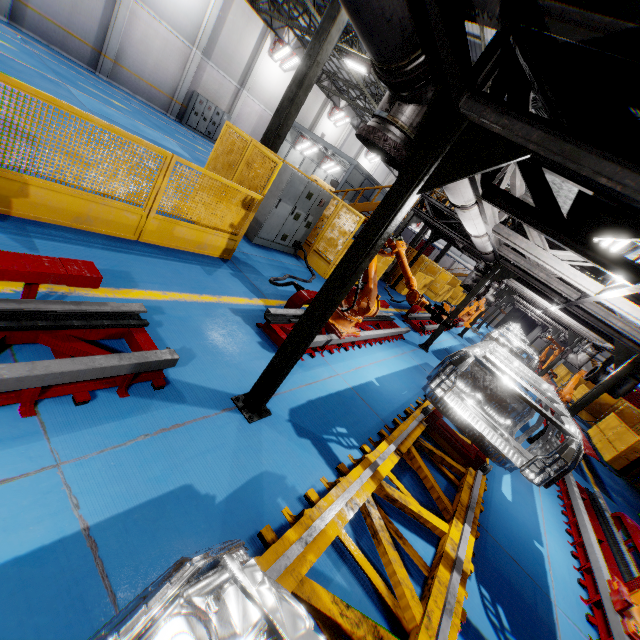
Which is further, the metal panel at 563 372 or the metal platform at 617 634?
the metal panel at 563 372

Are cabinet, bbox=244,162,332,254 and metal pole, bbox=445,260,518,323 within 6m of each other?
yes

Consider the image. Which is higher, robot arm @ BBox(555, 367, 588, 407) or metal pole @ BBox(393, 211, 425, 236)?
metal pole @ BBox(393, 211, 425, 236)

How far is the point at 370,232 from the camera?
2.79m

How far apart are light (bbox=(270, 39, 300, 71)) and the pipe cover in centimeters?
2516cm

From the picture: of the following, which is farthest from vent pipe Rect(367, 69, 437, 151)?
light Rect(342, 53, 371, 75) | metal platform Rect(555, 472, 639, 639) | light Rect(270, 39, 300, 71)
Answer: light Rect(270, 39, 300, 71)

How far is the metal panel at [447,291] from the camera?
16.84m

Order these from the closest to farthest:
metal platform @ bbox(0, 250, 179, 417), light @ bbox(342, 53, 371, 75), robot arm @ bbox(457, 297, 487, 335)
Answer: metal platform @ bbox(0, 250, 179, 417) < robot arm @ bbox(457, 297, 487, 335) < light @ bbox(342, 53, 371, 75)
